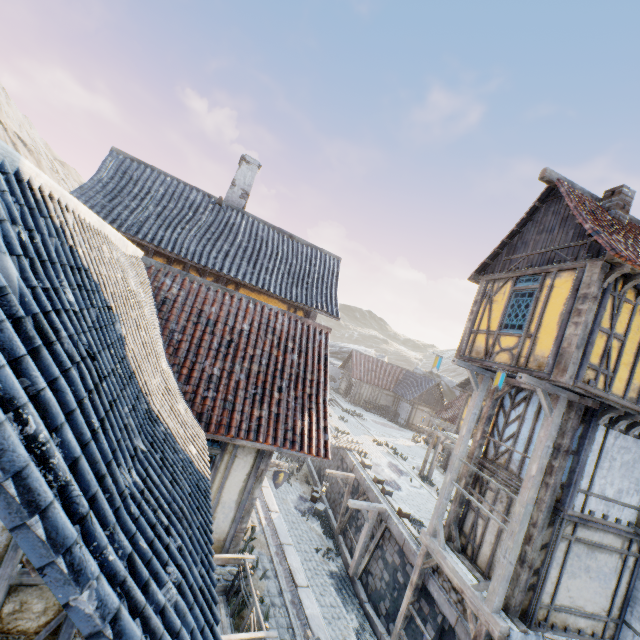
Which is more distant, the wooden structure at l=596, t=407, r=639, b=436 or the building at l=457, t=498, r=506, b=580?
the building at l=457, t=498, r=506, b=580

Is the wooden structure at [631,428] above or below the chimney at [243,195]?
below

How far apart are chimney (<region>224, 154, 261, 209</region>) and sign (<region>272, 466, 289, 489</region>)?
10.4m

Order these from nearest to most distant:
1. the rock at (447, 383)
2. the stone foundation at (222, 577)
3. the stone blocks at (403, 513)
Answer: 1. the stone foundation at (222, 577)
2. the stone blocks at (403, 513)
3. the rock at (447, 383)

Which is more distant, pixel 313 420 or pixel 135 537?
pixel 313 420

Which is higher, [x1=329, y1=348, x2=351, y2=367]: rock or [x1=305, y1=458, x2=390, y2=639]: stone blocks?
[x1=329, y1=348, x2=351, y2=367]: rock

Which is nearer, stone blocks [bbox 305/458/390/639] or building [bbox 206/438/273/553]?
building [bbox 206/438/273/553]

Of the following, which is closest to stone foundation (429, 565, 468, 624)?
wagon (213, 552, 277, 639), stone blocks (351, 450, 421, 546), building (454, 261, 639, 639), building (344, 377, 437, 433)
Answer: building (454, 261, 639, 639)
